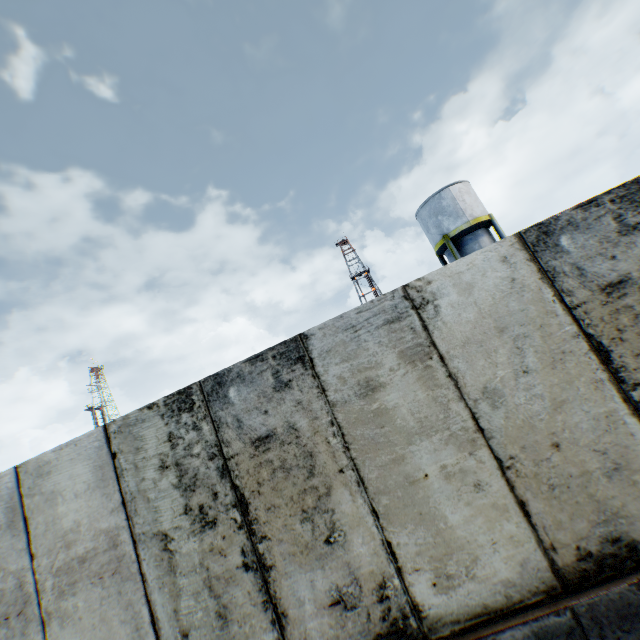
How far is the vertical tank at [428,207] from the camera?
20.9m

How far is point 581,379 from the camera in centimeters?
289cm

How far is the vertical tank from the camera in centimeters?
2088cm
